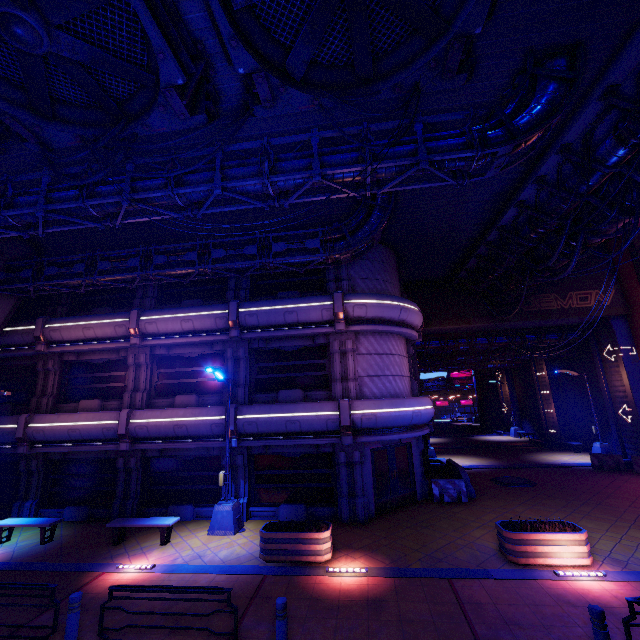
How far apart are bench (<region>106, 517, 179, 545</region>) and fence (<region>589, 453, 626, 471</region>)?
Answer: 22.8m

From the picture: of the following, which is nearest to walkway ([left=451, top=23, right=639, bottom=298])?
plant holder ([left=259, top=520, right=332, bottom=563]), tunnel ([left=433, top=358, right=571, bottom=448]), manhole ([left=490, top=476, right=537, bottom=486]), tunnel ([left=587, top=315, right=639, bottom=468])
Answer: tunnel ([left=587, top=315, right=639, bottom=468])

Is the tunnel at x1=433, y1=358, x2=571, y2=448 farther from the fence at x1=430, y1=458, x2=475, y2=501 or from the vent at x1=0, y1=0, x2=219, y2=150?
the vent at x1=0, y1=0, x2=219, y2=150

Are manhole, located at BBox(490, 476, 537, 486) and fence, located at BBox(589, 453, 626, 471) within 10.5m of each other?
yes

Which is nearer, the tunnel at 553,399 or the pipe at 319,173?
the pipe at 319,173

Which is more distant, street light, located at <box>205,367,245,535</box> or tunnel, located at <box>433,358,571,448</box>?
tunnel, located at <box>433,358,571,448</box>

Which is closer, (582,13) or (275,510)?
(582,13)

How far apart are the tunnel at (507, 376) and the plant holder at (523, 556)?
30.83m
